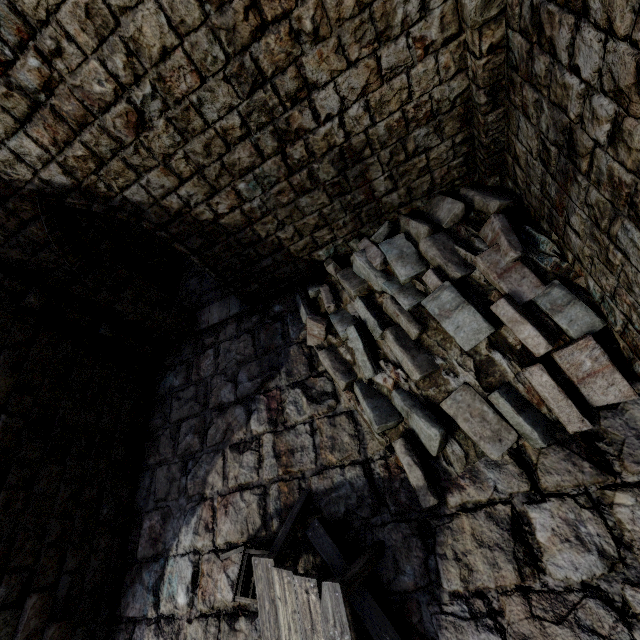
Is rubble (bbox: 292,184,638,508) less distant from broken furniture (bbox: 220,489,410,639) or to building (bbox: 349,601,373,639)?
building (bbox: 349,601,373,639)

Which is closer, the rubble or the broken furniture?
the broken furniture

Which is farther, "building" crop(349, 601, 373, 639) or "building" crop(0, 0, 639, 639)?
"building" crop(349, 601, 373, 639)

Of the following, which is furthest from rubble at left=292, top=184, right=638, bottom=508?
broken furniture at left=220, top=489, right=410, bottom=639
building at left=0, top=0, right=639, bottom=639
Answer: broken furniture at left=220, top=489, right=410, bottom=639

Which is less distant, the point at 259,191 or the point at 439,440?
the point at 439,440

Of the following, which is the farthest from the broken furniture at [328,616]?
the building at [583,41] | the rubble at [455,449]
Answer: the rubble at [455,449]
